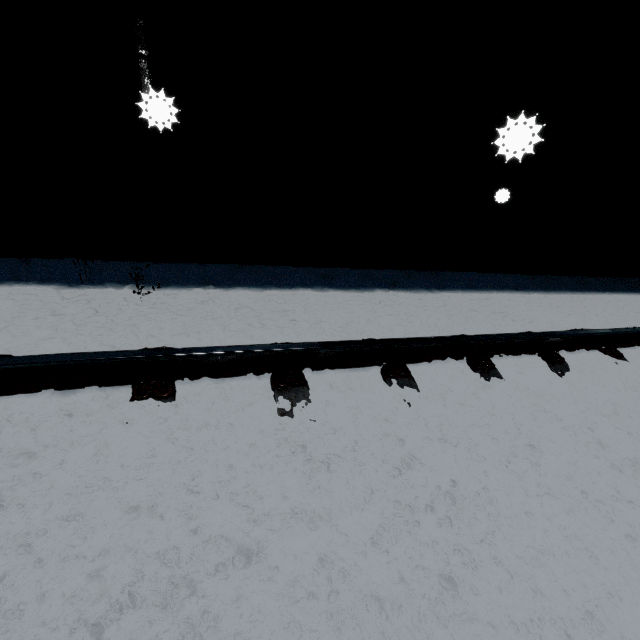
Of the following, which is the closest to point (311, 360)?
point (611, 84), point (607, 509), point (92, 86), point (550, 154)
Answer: point (607, 509)
